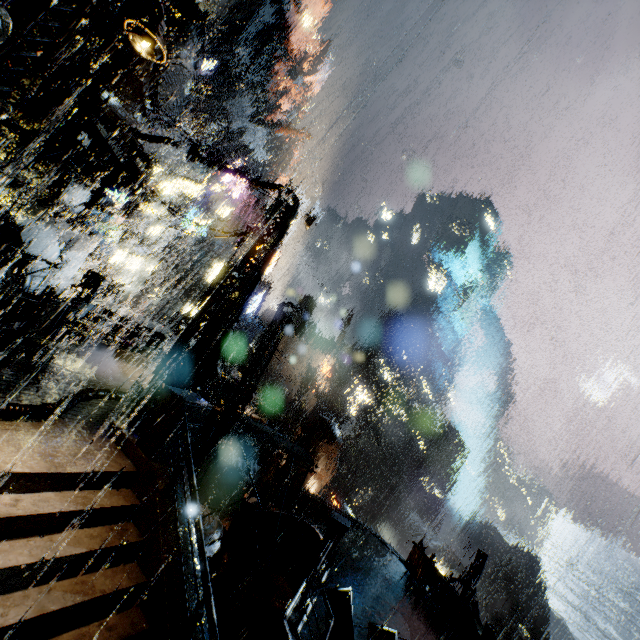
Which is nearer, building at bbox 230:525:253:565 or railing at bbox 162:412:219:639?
railing at bbox 162:412:219:639

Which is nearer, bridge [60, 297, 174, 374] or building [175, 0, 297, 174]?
bridge [60, 297, 174, 374]

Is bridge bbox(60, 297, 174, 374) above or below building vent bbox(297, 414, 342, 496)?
above

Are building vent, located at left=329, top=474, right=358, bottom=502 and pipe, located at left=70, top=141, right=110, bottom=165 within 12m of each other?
no

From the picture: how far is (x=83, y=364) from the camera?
12.16m

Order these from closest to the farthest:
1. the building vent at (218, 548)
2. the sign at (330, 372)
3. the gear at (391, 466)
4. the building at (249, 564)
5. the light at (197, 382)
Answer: the light at (197, 382)
the building vent at (218, 548)
the building at (249, 564)
the sign at (330, 372)
the gear at (391, 466)

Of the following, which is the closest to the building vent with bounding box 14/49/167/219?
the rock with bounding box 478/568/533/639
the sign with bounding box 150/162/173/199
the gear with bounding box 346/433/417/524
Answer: the sign with bounding box 150/162/173/199

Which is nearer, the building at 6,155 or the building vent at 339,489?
the building at 6,155
